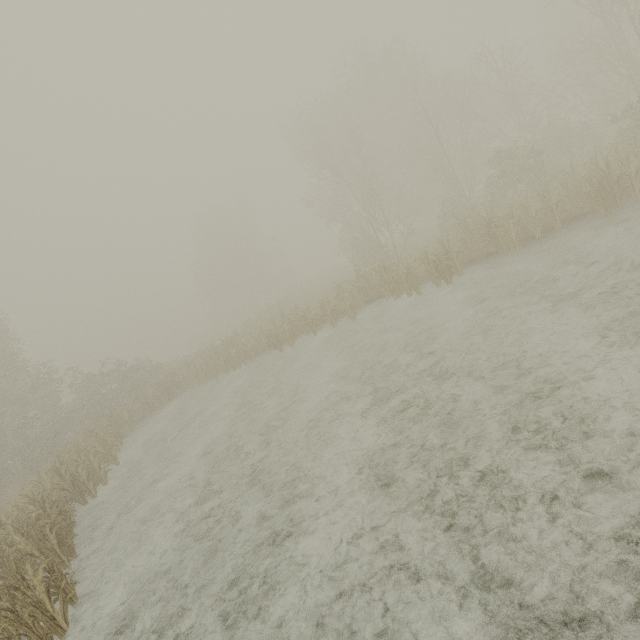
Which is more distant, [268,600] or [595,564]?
[268,600]
